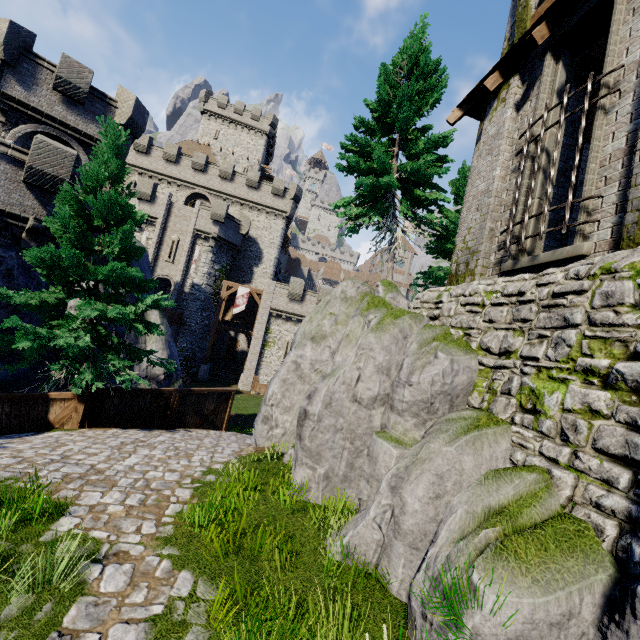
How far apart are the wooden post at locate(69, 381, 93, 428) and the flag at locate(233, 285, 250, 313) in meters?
Answer: 21.2 m

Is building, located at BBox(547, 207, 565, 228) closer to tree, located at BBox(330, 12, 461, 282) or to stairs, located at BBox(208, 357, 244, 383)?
tree, located at BBox(330, 12, 461, 282)

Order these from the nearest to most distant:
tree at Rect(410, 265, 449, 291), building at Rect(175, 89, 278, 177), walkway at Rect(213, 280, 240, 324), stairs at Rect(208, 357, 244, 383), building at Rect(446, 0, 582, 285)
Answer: building at Rect(446, 0, 582, 285)
tree at Rect(410, 265, 449, 291)
walkway at Rect(213, 280, 240, 324)
stairs at Rect(208, 357, 244, 383)
building at Rect(175, 89, 278, 177)

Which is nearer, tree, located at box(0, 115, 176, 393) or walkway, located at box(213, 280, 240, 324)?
tree, located at box(0, 115, 176, 393)

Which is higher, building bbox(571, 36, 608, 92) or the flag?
building bbox(571, 36, 608, 92)

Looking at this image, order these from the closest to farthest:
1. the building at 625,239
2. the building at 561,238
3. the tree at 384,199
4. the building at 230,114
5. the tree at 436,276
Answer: the building at 625,239, the building at 561,238, the tree at 384,199, the tree at 436,276, the building at 230,114

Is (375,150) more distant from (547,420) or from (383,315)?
(547,420)

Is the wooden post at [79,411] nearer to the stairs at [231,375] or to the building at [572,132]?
the building at [572,132]
